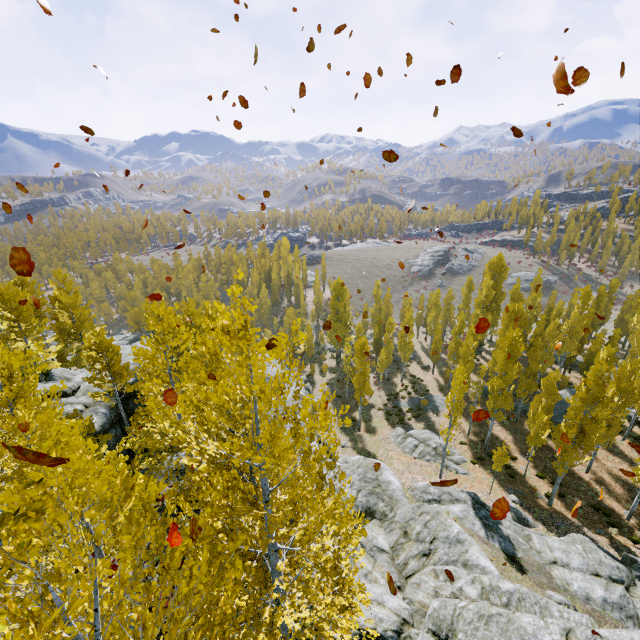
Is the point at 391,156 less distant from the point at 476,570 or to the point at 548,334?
the point at 476,570

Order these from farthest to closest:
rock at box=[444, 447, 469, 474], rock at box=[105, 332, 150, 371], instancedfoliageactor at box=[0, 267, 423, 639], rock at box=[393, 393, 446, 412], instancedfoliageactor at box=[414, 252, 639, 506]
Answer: rock at box=[393, 393, 446, 412] < rock at box=[105, 332, 150, 371] < rock at box=[444, 447, 469, 474] < instancedfoliageactor at box=[414, 252, 639, 506] < instancedfoliageactor at box=[0, 267, 423, 639]

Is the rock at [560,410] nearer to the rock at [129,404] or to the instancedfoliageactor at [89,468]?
the instancedfoliageactor at [89,468]

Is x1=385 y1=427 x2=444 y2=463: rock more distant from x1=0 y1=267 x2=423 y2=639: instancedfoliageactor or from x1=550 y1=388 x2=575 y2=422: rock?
x1=550 y1=388 x2=575 y2=422: rock

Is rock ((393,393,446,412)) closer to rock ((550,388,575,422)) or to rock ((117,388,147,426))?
rock ((550,388,575,422))

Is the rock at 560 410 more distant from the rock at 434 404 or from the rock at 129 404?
the rock at 129 404

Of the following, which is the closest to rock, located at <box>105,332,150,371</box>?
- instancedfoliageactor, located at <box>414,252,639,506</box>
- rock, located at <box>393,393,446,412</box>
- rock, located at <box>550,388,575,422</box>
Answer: instancedfoliageactor, located at <box>414,252,639,506</box>

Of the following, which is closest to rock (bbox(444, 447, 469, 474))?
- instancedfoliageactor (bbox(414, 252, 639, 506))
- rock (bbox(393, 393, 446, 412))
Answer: instancedfoliageactor (bbox(414, 252, 639, 506))
